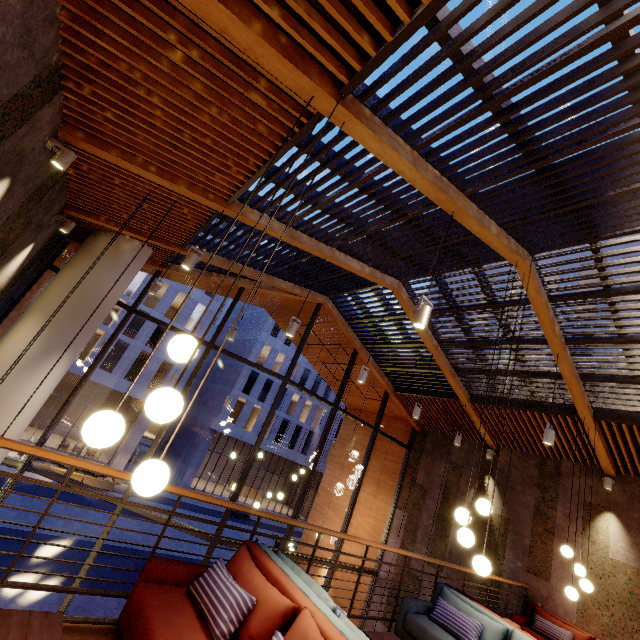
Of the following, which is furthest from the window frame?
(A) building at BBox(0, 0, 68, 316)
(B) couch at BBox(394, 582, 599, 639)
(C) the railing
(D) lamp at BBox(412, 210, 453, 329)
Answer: (D) lamp at BBox(412, 210, 453, 329)

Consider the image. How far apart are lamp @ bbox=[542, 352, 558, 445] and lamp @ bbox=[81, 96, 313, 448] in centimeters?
570cm

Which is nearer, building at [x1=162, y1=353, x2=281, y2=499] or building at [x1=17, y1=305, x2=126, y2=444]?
building at [x1=17, y1=305, x2=126, y2=444]

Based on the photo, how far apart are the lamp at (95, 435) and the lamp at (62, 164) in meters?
3.0

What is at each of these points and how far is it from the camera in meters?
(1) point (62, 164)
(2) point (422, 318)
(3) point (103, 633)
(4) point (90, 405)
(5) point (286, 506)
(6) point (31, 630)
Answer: (1) lamp, 3.8 m
(2) lamp, 3.5 m
(3) building, 2.7 m
(4) building, 31.7 m
(5) building, 42.8 m
(6) coffee table, 2.0 m

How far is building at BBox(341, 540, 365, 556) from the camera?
11.02m

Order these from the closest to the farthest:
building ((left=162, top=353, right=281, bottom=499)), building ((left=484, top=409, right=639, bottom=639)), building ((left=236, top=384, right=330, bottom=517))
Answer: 1. building ((left=484, top=409, right=639, bottom=639))
2. building ((left=162, top=353, right=281, bottom=499))
3. building ((left=236, top=384, right=330, bottom=517))

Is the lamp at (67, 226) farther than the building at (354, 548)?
No
